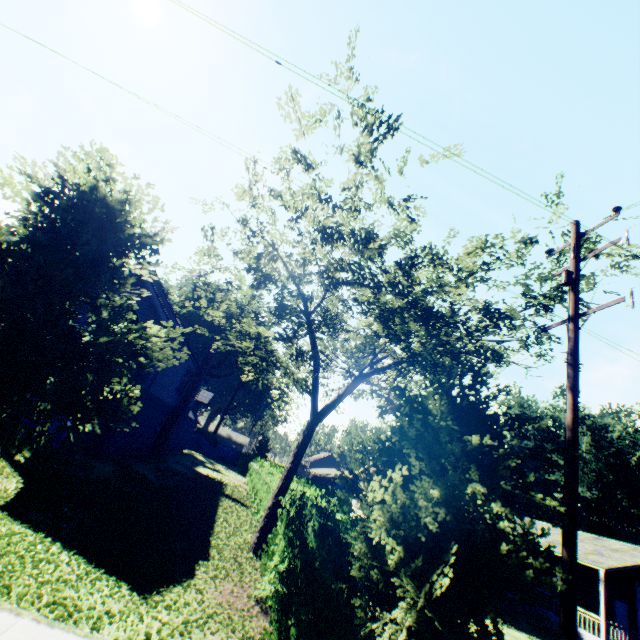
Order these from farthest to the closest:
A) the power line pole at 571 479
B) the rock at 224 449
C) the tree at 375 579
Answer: the rock at 224 449 → the power line pole at 571 479 → the tree at 375 579

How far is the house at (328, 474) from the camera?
48.9 meters

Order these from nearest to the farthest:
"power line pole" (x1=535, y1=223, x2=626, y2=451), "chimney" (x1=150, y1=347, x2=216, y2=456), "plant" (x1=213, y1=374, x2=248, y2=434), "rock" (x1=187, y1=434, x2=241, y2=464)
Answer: "power line pole" (x1=535, y1=223, x2=626, y2=451) < "chimney" (x1=150, y1=347, x2=216, y2=456) < "rock" (x1=187, y1=434, x2=241, y2=464) < "plant" (x1=213, y1=374, x2=248, y2=434)

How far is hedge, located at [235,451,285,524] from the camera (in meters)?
16.48

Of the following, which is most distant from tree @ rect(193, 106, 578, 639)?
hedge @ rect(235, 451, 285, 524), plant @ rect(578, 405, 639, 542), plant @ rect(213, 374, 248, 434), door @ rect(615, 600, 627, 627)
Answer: plant @ rect(578, 405, 639, 542)

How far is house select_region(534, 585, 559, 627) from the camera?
19.78m

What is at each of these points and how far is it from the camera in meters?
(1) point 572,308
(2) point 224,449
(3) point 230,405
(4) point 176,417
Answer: (1) power line pole, 7.6
(2) rock, 50.0
(3) plant, 56.2
(4) chimney, 24.2

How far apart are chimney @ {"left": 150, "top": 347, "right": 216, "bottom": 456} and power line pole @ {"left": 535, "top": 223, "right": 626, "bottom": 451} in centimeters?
2323cm
